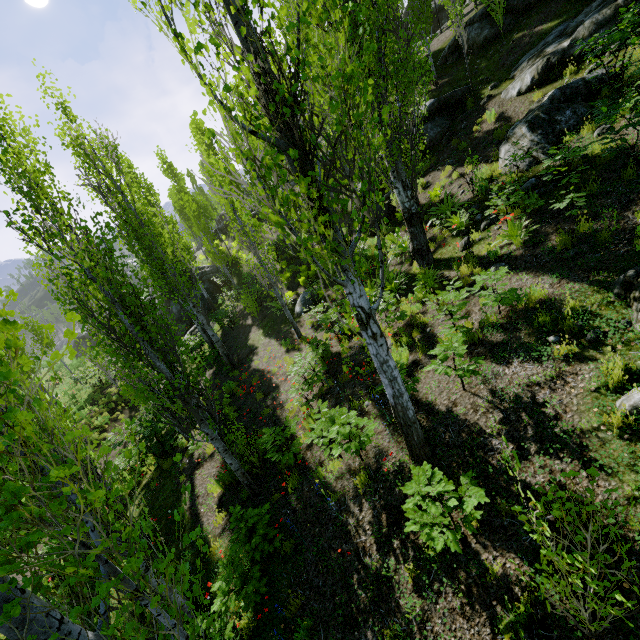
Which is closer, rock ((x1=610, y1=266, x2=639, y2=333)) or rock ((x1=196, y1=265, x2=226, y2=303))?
rock ((x1=610, y1=266, x2=639, y2=333))

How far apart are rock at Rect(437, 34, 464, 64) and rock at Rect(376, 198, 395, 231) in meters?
8.4

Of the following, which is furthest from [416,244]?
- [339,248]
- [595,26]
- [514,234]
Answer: [595,26]

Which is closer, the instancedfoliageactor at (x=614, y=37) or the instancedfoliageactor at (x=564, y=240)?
the instancedfoliageactor at (x=564, y=240)

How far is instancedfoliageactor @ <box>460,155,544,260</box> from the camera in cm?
771

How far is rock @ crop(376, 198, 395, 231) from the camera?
14.2 meters

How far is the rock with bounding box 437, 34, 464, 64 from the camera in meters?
16.0 m

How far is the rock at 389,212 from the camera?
14.2m
